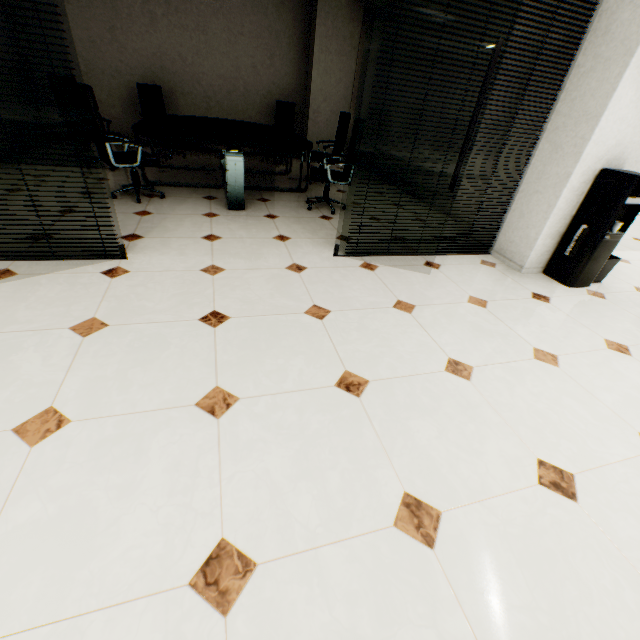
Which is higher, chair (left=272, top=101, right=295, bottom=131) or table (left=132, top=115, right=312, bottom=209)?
chair (left=272, top=101, right=295, bottom=131)

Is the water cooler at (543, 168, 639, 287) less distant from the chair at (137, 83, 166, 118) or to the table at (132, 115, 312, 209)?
the table at (132, 115, 312, 209)

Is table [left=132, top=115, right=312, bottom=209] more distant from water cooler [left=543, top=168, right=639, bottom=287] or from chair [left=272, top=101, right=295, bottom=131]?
water cooler [left=543, top=168, right=639, bottom=287]

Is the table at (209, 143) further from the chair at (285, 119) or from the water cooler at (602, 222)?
the water cooler at (602, 222)

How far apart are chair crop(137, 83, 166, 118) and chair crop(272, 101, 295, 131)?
1.66m

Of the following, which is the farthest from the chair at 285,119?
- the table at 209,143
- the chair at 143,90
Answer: the chair at 143,90

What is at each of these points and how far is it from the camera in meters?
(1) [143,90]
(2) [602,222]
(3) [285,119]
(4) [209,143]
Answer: (1) chair, 6.0 m
(2) water cooler, 3.0 m
(3) chair, 7.0 m
(4) table, 3.8 m
